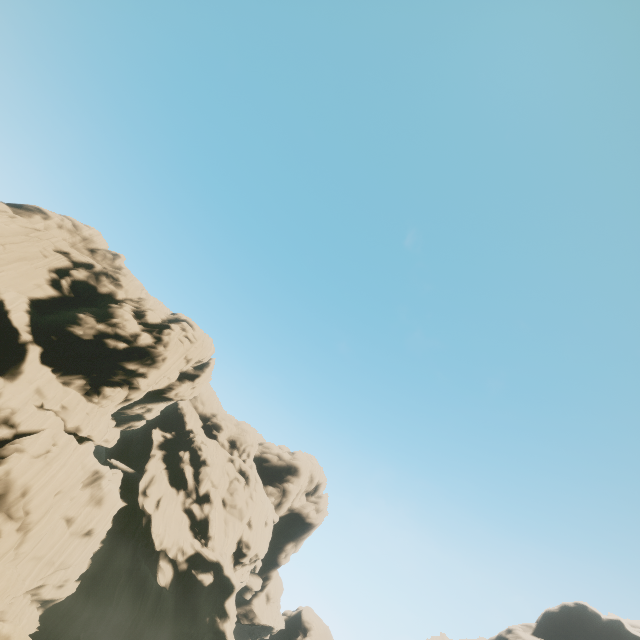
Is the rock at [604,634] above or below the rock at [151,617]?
above

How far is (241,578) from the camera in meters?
51.0 m

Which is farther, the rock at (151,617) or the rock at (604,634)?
the rock at (604,634)

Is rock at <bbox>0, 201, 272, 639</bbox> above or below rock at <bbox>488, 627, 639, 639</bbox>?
below

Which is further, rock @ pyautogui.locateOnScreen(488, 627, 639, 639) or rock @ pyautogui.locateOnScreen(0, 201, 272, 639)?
rock @ pyautogui.locateOnScreen(488, 627, 639, 639)
